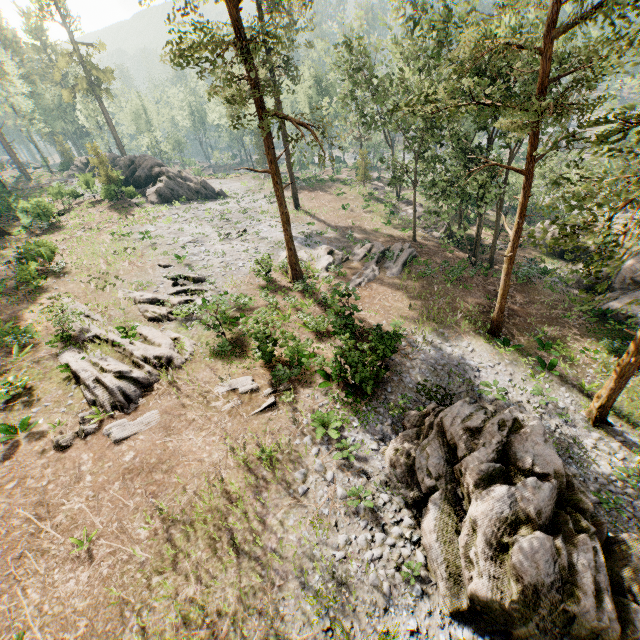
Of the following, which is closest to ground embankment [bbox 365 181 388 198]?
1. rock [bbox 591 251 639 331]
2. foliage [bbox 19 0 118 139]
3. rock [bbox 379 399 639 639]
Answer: foliage [bbox 19 0 118 139]

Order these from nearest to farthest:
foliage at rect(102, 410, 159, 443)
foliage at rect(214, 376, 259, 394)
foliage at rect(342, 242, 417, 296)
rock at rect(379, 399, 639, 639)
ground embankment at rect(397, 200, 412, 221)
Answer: rock at rect(379, 399, 639, 639) → foliage at rect(102, 410, 159, 443) → foliage at rect(214, 376, 259, 394) → foliage at rect(342, 242, 417, 296) → ground embankment at rect(397, 200, 412, 221)

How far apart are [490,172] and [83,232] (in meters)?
Result: 36.32

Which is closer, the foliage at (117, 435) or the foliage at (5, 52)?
the foliage at (117, 435)

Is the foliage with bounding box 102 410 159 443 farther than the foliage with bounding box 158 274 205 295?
No

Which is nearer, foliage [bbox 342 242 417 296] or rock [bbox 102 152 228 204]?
foliage [bbox 342 242 417 296]

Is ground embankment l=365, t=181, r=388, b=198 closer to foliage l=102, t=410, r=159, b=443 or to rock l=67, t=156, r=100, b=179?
foliage l=102, t=410, r=159, b=443

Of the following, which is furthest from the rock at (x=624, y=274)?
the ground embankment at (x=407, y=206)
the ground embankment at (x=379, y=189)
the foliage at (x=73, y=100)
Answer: the ground embankment at (x=379, y=189)
